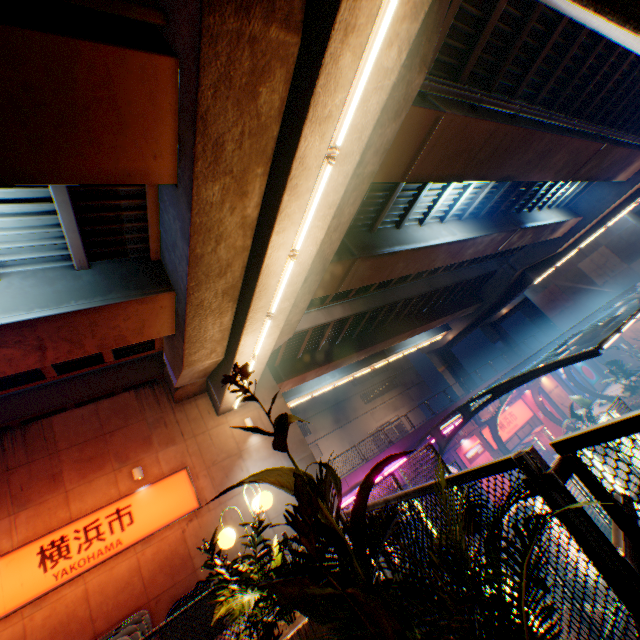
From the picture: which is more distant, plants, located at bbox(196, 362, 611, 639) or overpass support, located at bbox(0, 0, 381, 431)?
overpass support, located at bbox(0, 0, 381, 431)

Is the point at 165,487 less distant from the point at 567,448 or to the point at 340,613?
the point at 340,613

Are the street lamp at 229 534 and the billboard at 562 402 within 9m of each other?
no

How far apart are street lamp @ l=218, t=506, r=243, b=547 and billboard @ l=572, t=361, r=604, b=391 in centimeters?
4004cm

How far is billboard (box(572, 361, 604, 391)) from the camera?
33.8 meters

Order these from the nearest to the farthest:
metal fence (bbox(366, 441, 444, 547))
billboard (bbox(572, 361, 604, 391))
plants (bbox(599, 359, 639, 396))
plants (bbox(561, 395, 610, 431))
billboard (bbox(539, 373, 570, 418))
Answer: metal fence (bbox(366, 441, 444, 547)) < plants (bbox(561, 395, 610, 431)) < plants (bbox(599, 359, 639, 396)) < billboard (bbox(539, 373, 570, 418)) < billboard (bbox(572, 361, 604, 391))

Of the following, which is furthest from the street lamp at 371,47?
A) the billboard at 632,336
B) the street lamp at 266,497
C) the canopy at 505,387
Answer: the billboard at 632,336
